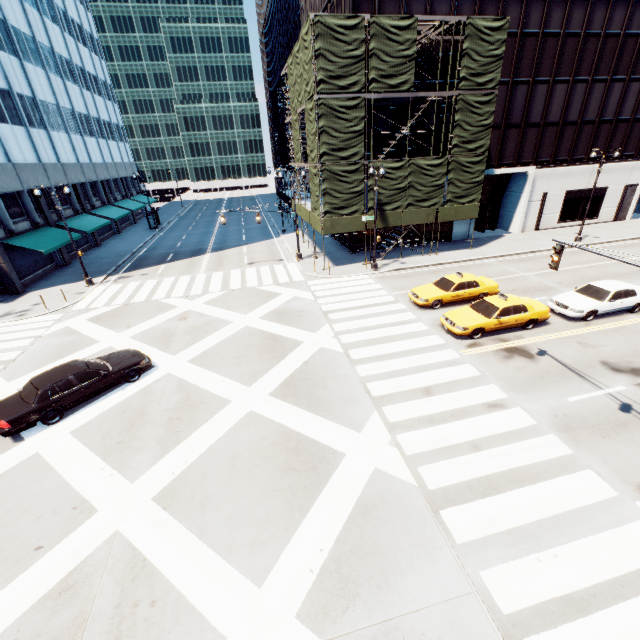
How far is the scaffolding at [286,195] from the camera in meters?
37.6

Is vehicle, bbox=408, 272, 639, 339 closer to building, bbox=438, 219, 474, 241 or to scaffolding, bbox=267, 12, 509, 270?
scaffolding, bbox=267, 12, 509, 270

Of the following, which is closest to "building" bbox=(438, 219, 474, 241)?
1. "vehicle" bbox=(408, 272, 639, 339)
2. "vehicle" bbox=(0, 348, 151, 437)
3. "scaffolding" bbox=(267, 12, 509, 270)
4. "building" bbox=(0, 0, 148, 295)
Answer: "scaffolding" bbox=(267, 12, 509, 270)

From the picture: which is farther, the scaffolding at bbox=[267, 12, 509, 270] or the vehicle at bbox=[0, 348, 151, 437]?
the scaffolding at bbox=[267, 12, 509, 270]

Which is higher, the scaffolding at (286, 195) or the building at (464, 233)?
the scaffolding at (286, 195)

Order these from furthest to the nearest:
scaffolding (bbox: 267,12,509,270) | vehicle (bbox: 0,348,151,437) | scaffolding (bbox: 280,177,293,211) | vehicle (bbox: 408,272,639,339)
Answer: scaffolding (bbox: 280,177,293,211), scaffolding (bbox: 267,12,509,270), vehicle (bbox: 408,272,639,339), vehicle (bbox: 0,348,151,437)

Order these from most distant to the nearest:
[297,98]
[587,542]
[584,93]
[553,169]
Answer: [553,169] < [584,93] < [297,98] < [587,542]

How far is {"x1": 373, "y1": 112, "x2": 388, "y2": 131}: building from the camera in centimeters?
2546cm
